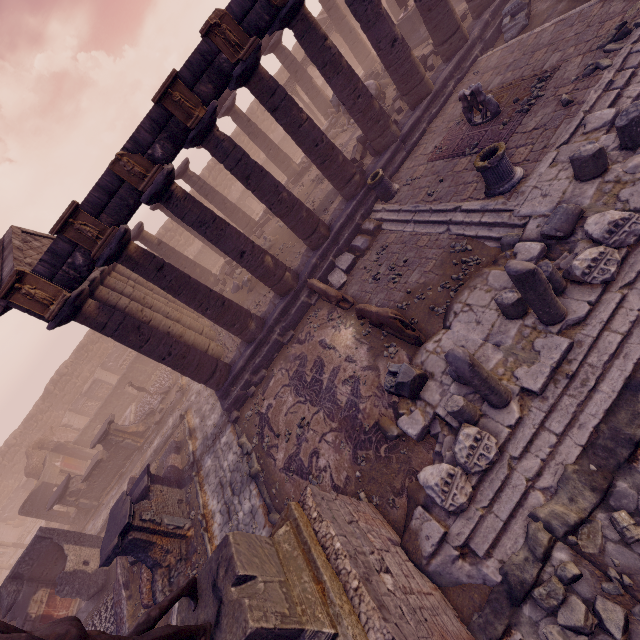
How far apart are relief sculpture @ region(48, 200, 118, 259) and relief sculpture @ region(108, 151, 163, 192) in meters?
1.2 m

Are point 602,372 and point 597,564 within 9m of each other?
yes

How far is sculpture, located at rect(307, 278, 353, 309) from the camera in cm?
1000

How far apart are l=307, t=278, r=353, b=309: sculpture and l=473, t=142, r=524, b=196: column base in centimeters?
457cm

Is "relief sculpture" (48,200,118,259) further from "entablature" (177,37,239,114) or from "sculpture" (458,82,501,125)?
"sculpture" (458,82,501,125)

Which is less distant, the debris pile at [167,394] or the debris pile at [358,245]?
the debris pile at [358,245]

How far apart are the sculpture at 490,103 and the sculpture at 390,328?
6.6 meters

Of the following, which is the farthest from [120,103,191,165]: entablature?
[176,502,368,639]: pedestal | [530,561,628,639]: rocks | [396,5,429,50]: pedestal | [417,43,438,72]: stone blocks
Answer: [530,561,628,639]: rocks
